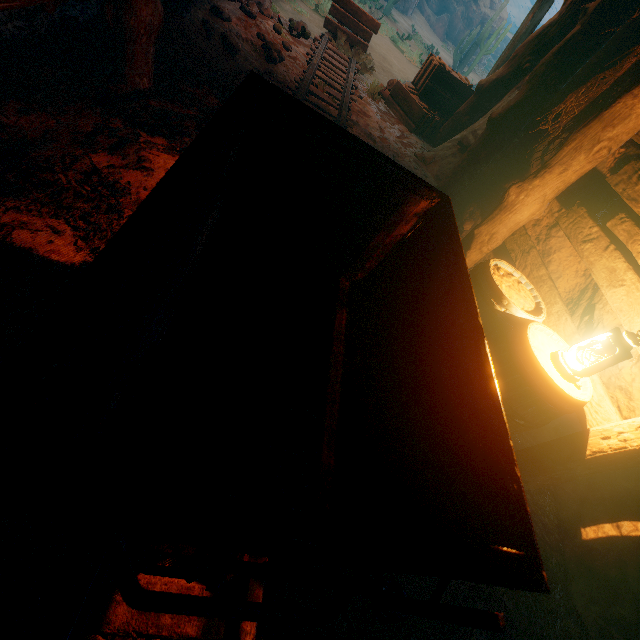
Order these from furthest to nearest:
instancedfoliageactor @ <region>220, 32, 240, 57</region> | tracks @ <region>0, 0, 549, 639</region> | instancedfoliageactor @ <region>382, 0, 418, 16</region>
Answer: instancedfoliageactor @ <region>382, 0, 418, 16</region>, instancedfoliageactor @ <region>220, 32, 240, 57</region>, tracks @ <region>0, 0, 549, 639</region>

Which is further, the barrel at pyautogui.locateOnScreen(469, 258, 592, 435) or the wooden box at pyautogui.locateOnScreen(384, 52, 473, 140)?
the wooden box at pyautogui.locateOnScreen(384, 52, 473, 140)

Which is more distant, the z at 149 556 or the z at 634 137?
the z at 634 137

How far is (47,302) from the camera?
1.9 meters

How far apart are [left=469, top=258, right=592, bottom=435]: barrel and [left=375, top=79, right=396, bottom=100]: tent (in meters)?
5.68

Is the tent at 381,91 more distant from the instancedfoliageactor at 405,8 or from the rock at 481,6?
the rock at 481,6

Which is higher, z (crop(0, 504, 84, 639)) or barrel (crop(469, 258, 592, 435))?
barrel (crop(469, 258, 592, 435))

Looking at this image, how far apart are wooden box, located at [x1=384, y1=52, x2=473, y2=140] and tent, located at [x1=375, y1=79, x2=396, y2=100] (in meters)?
0.06
